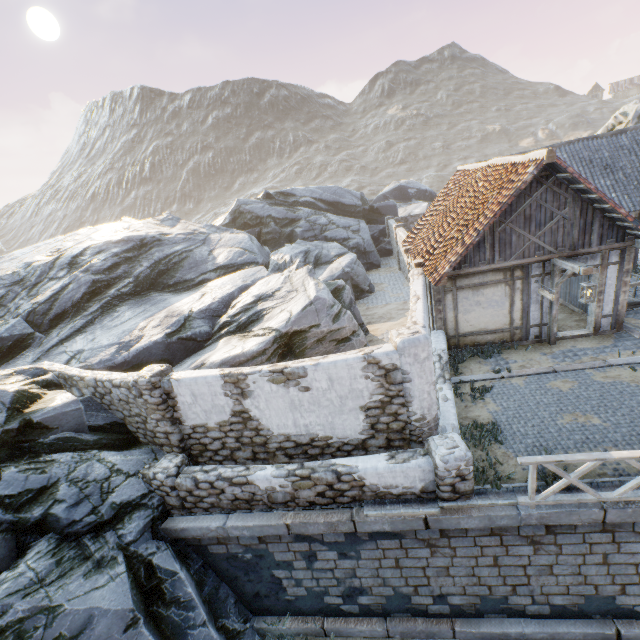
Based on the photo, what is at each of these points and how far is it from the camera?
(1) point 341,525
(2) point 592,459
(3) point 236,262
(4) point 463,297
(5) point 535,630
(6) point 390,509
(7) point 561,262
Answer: (1) stone blocks, 6.6m
(2) wooden fence, 5.4m
(3) rock, 17.8m
(4) building, 10.7m
(5) stone blocks, 6.6m
(6) stone gutter, 6.5m
(7) wooden structure, 9.4m

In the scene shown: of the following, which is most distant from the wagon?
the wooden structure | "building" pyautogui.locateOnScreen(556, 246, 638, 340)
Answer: the wooden structure

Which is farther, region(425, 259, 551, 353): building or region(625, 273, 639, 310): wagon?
region(625, 273, 639, 310): wagon

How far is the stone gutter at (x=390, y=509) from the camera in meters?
6.2

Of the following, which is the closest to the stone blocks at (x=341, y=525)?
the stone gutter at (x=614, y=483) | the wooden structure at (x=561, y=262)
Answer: the stone gutter at (x=614, y=483)

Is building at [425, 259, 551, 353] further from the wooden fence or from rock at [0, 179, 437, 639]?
the wooden fence

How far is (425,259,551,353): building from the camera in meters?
10.3 m

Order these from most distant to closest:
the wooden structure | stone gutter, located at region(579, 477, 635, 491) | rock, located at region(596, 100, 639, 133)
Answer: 1. rock, located at region(596, 100, 639, 133)
2. the wooden structure
3. stone gutter, located at region(579, 477, 635, 491)
